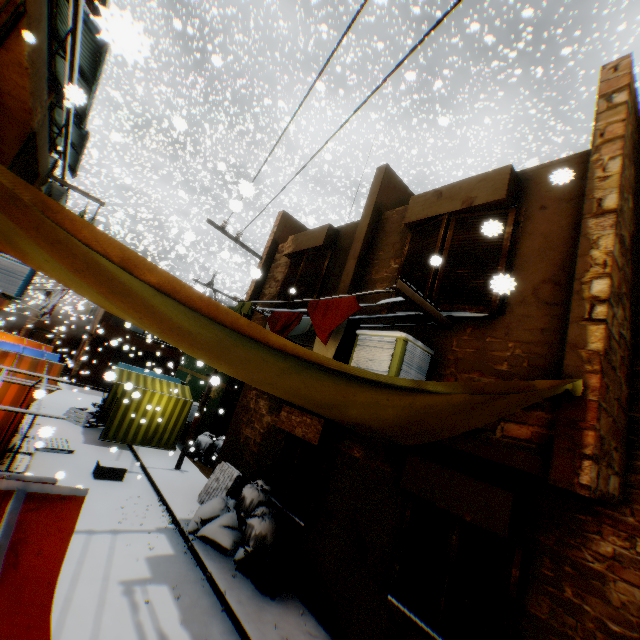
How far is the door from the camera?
23.8m

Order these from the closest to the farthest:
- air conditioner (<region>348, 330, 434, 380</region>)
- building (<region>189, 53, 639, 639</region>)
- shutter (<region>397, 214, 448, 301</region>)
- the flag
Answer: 1. building (<region>189, 53, 639, 639</region>)
2. air conditioner (<region>348, 330, 434, 380</region>)
3. shutter (<region>397, 214, 448, 301</region>)
4. the flag

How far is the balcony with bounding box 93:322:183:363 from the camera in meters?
20.5 m

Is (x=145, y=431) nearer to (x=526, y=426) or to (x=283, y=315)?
(x=283, y=315)

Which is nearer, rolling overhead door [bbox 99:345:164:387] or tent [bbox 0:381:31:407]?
tent [bbox 0:381:31:407]

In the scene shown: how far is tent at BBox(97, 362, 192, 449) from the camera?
12.01m

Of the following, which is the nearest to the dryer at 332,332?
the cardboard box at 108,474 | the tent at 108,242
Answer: the tent at 108,242

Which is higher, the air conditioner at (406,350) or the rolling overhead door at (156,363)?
the air conditioner at (406,350)
